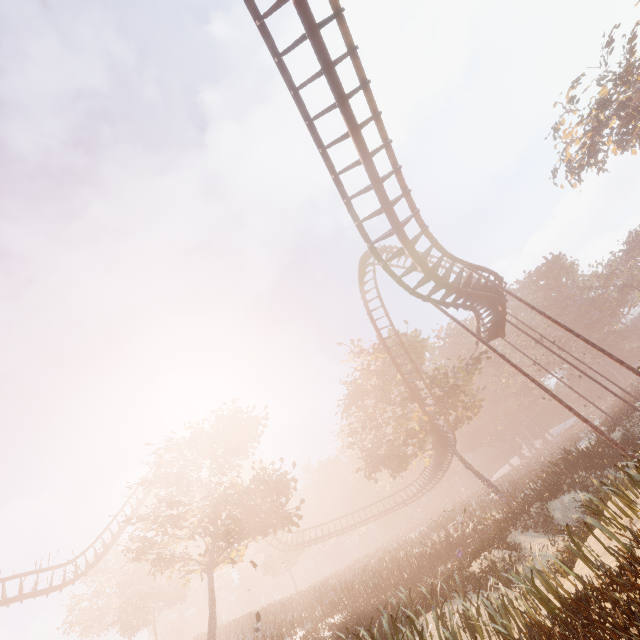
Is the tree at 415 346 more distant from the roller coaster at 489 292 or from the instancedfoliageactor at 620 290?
the instancedfoliageactor at 620 290

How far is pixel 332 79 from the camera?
9.2m

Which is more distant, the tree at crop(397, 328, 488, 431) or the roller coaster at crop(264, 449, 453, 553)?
the roller coaster at crop(264, 449, 453, 553)

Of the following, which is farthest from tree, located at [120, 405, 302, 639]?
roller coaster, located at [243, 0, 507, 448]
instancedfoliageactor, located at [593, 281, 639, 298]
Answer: instancedfoliageactor, located at [593, 281, 639, 298]

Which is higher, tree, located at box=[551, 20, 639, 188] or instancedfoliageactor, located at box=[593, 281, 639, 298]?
tree, located at box=[551, 20, 639, 188]

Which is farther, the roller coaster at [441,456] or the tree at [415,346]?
the roller coaster at [441,456]

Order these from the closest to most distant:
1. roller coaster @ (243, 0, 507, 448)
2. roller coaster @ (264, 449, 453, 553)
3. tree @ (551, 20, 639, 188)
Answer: roller coaster @ (243, 0, 507, 448) < tree @ (551, 20, 639, 188) < roller coaster @ (264, 449, 453, 553)

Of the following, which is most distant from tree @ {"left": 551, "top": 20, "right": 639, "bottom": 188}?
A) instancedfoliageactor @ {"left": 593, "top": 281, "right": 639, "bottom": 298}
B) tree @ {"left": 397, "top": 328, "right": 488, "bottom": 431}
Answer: tree @ {"left": 397, "top": 328, "right": 488, "bottom": 431}
